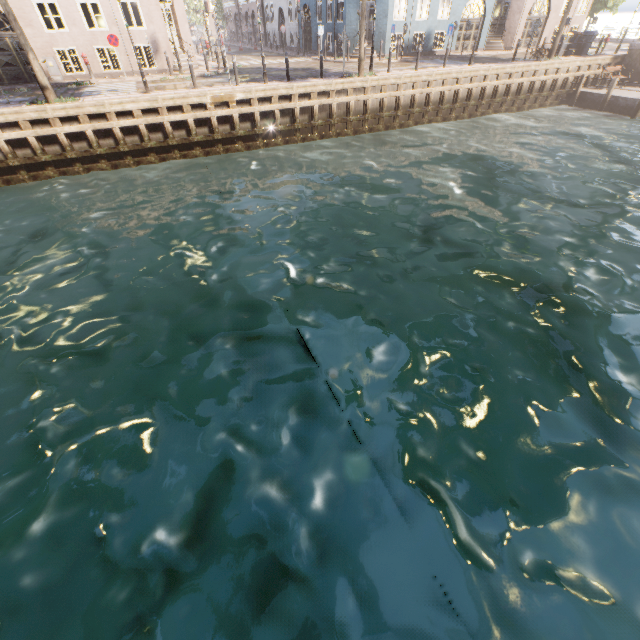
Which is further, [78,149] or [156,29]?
[156,29]

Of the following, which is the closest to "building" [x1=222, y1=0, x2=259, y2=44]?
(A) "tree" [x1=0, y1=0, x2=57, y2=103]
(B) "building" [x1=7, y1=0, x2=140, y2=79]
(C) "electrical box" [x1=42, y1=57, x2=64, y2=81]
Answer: (C) "electrical box" [x1=42, y1=57, x2=64, y2=81]

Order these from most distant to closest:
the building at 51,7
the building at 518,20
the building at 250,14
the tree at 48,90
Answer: the building at 250,14 → the building at 518,20 → the building at 51,7 → the tree at 48,90

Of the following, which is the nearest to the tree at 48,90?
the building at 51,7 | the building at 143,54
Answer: the building at 51,7

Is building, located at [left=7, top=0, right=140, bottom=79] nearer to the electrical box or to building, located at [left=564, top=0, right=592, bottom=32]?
building, located at [left=564, top=0, right=592, bottom=32]

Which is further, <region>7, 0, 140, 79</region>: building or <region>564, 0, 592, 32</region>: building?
<region>564, 0, 592, 32</region>: building

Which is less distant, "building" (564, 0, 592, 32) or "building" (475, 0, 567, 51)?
"building" (475, 0, 567, 51)
